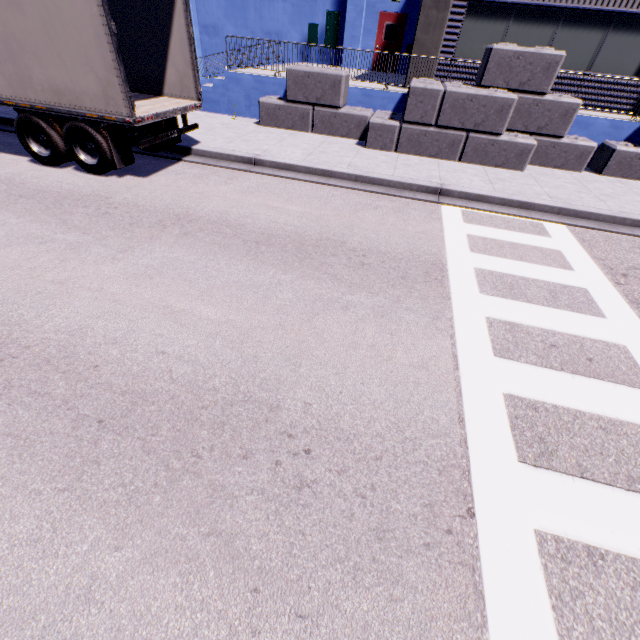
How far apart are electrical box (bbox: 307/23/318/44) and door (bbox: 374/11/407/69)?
3.3m

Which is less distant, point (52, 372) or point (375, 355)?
point (52, 372)

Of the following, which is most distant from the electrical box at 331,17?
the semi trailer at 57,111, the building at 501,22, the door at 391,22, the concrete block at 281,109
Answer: the semi trailer at 57,111

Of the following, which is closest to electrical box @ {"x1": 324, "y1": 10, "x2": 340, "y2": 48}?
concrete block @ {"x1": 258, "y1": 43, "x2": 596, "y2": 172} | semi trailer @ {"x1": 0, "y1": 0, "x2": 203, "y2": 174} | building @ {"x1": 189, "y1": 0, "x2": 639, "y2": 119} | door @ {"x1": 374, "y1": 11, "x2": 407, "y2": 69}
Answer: building @ {"x1": 189, "y1": 0, "x2": 639, "y2": 119}

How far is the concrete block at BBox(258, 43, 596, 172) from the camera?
9.1m

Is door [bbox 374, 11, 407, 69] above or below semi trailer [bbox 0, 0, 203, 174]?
above

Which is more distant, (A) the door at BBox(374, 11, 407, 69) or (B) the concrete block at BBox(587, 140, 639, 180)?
(A) the door at BBox(374, 11, 407, 69)

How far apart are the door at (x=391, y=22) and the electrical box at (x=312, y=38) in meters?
3.3 m
